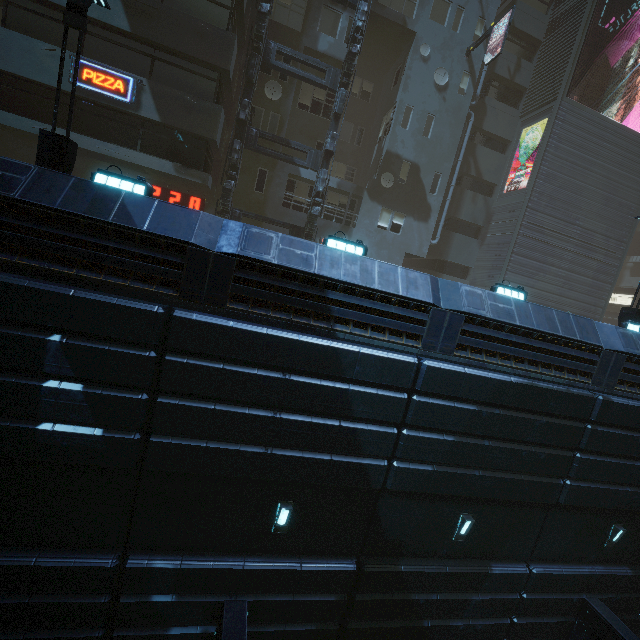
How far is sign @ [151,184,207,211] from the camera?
17.0m

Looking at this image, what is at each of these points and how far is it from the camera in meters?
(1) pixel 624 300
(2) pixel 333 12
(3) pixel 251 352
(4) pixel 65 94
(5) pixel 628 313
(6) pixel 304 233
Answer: (1) sign, 38.1 m
(2) building, 17.5 m
(3) building, 7.0 m
(4) building, 13.4 m
(5) street light, 13.0 m
(6) building structure, 17.8 m

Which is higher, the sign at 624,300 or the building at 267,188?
the sign at 624,300

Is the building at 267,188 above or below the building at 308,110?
below

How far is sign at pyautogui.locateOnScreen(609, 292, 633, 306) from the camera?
37.6 meters

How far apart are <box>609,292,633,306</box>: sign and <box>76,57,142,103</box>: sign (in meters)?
50.30

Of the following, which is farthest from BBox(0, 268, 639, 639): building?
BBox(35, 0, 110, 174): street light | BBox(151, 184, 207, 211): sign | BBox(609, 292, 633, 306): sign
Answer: BBox(35, 0, 110, 174): street light

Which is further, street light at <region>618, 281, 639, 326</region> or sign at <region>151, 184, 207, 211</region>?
sign at <region>151, 184, 207, 211</region>
